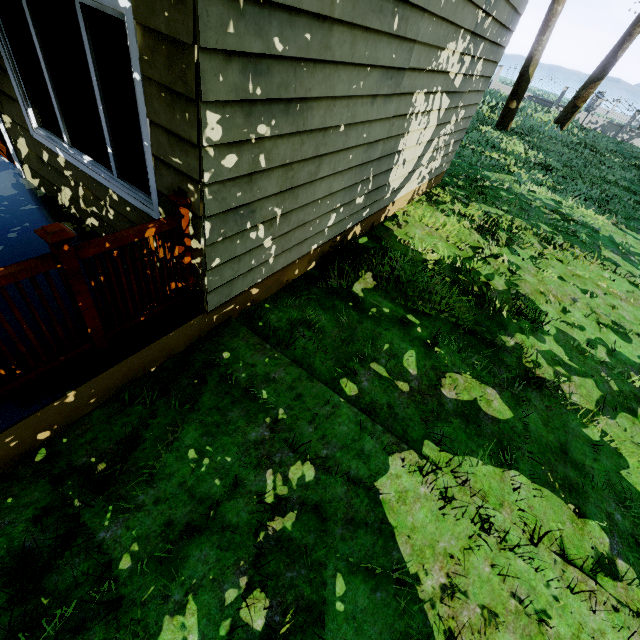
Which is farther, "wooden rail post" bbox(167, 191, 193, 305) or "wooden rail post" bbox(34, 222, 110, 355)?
"wooden rail post" bbox(167, 191, 193, 305)

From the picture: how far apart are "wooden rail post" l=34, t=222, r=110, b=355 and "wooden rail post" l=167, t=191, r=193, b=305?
0.7m

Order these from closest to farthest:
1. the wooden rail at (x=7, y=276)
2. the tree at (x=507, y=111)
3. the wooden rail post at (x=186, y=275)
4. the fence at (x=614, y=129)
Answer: the wooden rail at (x=7, y=276)
the wooden rail post at (x=186, y=275)
the tree at (x=507, y=111)
the fence at (x=614, y=129)

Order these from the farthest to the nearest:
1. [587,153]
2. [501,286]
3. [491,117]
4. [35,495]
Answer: [491,117] → [587,153] → [501,286] → [35,495]

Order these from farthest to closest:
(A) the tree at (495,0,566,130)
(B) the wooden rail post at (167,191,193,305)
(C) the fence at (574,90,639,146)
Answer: (C) the fence at (574,90,639,146) → (A) the tree at (495,0,566,130) → (B) the wooden rail post at (167,191,193,305)

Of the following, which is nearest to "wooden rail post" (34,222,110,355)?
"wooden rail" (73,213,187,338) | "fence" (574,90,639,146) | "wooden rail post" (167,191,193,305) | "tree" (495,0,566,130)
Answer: "wooden rail" (73,213,187,338)

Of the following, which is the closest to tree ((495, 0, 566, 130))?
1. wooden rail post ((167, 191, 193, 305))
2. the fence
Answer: the fence

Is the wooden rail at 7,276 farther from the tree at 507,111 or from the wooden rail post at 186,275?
the tree at 507,111
